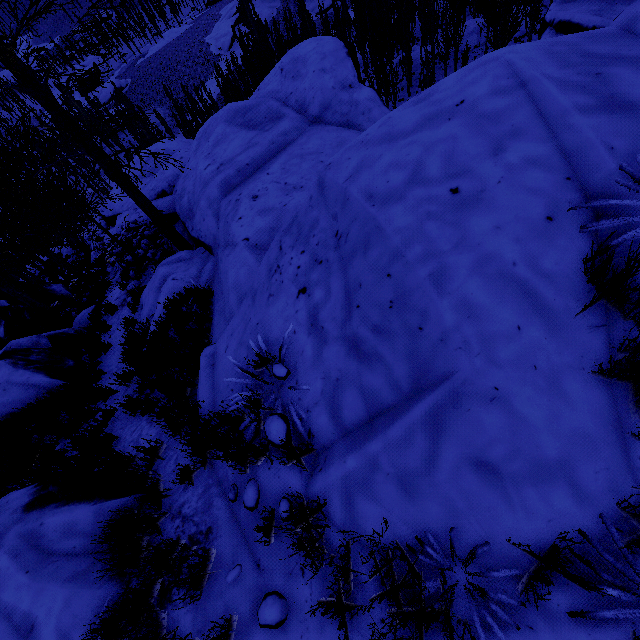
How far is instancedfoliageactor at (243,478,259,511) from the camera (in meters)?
2.84

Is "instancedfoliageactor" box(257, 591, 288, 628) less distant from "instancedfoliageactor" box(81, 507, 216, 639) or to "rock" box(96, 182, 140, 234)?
"rock" box(96, 182, 140, 234)

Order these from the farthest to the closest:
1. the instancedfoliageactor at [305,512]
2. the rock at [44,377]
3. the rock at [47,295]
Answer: the rock at [47,295] < the rock at [44,377] < the instancedfoliageactor at [305,512]

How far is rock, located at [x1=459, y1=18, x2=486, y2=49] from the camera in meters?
32.8

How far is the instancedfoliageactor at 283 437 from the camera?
2.8 meters

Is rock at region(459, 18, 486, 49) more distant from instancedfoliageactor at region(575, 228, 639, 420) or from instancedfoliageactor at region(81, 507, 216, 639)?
instancedfoliageactor at region(575, 228, 639, 420)

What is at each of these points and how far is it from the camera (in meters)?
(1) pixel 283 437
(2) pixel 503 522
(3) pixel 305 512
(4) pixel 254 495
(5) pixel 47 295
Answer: (1) instancedfoliageactor, 2.77
(2) rock, 1.82
(3) instancedfoliageactor, 2.43
(4) instancedfoliageactor, 2.85
(5) rock, 13.16

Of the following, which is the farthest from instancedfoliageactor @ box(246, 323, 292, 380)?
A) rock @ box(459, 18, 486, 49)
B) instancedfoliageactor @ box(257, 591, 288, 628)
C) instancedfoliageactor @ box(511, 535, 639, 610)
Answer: instancedfoliageactor @ box(257, 591, 288, 628)
